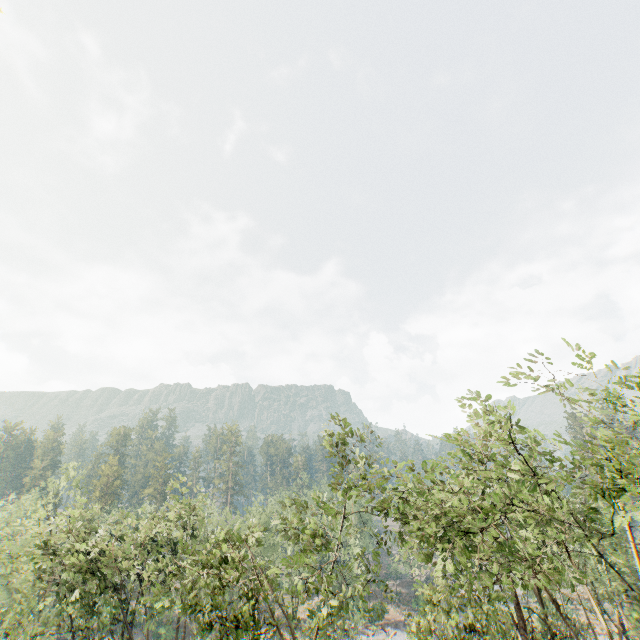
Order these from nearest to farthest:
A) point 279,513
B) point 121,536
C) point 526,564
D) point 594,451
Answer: point 594,451
point 526,564
point 121,536
point 279,513

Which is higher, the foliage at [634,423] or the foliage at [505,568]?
the foliage at [634,423]

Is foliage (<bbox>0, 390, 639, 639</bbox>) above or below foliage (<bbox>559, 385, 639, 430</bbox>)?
below
